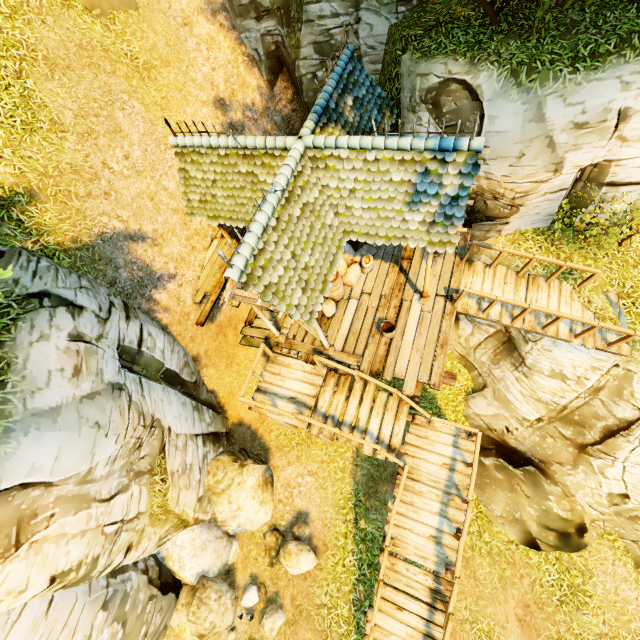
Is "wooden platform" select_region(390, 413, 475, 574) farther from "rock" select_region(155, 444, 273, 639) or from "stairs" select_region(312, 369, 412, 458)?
"rock" select_region(155, 444, 273, 639)

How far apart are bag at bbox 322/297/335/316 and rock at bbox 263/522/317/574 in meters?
7.0 m

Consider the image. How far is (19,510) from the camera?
5.6m

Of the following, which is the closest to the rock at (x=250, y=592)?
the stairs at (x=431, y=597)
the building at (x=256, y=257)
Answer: the stairs at (x=431, y=597)

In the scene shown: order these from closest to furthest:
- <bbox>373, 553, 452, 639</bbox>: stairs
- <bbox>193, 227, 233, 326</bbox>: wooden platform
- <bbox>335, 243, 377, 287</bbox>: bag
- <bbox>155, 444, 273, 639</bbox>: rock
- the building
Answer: the building → <bbox>373, 553, 452, 639</bbox>: stairs → <bbox>155, 444, 273, 639</bbox>: rock → <bbox>335, 243, 377, 287</bbox>: bag → <bbox>193, 227, 233, 326</bbox>: wooden platform

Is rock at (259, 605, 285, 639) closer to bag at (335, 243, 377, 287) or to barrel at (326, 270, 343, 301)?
barrel at (326, 270, 343, 301)

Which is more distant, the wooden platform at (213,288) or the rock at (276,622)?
the wooden platform at (213,288)

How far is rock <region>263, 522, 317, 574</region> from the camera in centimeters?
957cm
